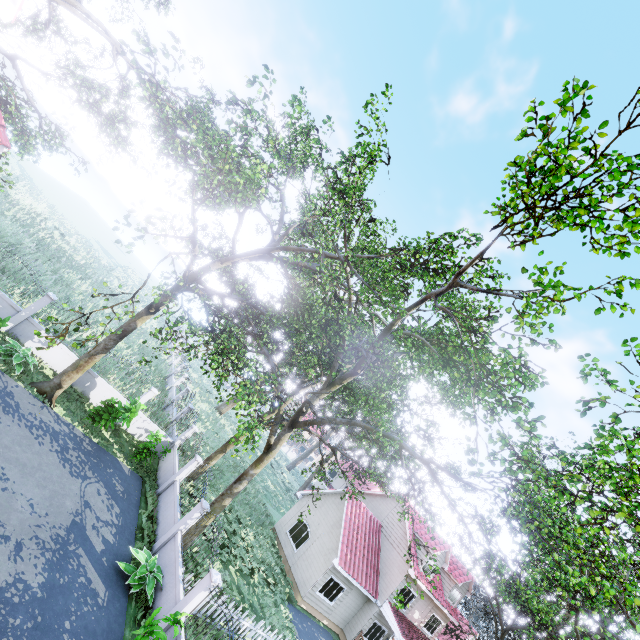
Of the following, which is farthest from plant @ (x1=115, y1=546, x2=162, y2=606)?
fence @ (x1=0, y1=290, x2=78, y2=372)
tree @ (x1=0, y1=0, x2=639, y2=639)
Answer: tree @ (x1=0, y1=0, x2=639, y2=639)

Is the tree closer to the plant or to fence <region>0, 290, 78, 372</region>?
fence <region>0, 290, 78, 372</region>

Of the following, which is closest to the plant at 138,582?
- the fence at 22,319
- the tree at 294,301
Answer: the fence at 22,319

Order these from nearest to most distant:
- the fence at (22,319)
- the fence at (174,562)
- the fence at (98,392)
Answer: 1. the fence at (174,562)
2. the fence at (22,319)
3. the fence at (98,392)

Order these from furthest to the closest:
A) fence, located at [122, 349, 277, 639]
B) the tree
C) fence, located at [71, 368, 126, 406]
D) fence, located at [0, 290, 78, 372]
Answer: fence, located at [71, 368, 126, 406] < fence, located at [0, 290, 78, 372] < fence, located at [122, 349, 277, 639] < the tree

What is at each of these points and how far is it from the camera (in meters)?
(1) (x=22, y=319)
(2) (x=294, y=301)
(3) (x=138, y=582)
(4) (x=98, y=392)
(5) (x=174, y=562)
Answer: (1) fence, 14.61
(2) tree, 17.08
(3) plant, 10.21
(4) fence, 16.48
(5) fence, 11.42

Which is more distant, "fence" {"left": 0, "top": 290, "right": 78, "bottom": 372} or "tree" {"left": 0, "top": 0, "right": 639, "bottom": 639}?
"fence" {"left": 0, "top": 290, "right": 78, "bottom": 372}
